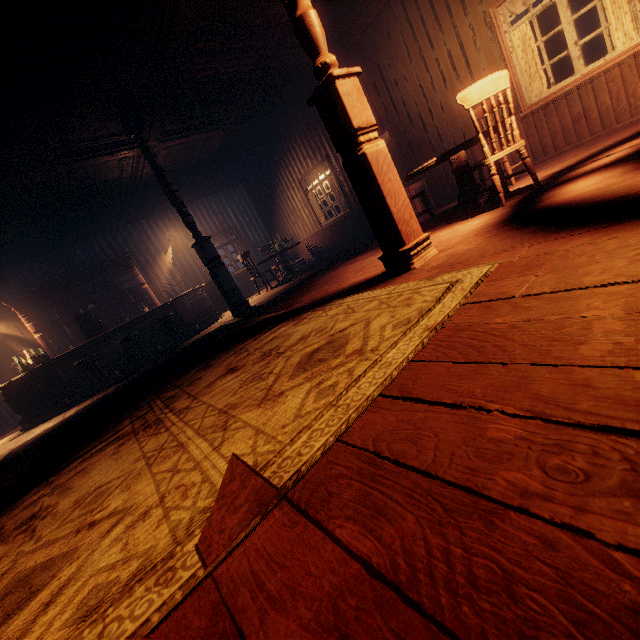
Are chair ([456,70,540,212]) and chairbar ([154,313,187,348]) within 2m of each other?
no

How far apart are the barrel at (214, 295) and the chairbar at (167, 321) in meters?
2.8

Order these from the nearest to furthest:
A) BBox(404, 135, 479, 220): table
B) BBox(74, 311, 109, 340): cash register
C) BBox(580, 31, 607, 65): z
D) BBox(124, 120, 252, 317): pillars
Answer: BBox(404, 135, 479, 220): table, BBox(124, 120, 252, 317): pillars, BBox(74, 311, 109, 340): cash register, BBox(580, 31, 607, 65): z

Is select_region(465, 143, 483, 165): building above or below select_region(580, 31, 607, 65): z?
below

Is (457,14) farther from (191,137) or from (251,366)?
(251,366)

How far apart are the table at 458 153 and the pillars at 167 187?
4.00m

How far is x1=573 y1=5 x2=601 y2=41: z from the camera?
43.3m

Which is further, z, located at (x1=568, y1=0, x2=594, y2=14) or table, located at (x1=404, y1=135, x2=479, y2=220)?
z, located at (x1=568, y1=0, x2=594, y2=14)
